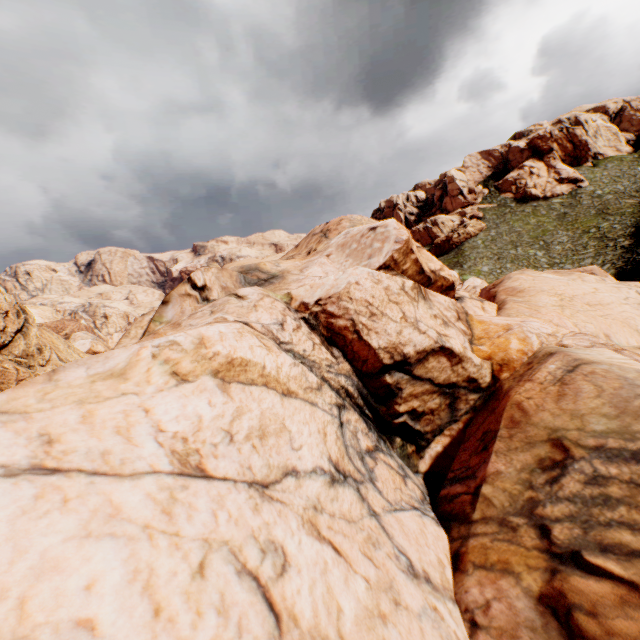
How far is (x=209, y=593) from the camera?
4.47m
